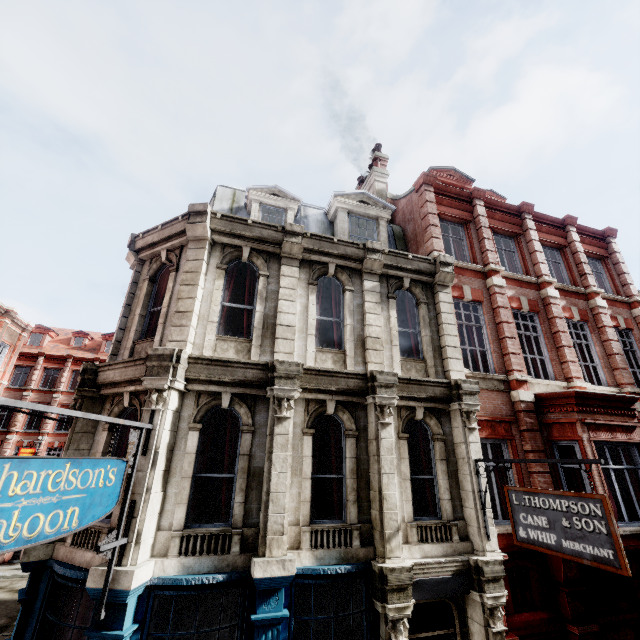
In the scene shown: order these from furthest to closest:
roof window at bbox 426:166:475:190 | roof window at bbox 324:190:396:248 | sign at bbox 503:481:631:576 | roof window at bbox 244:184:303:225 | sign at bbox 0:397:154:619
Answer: roof window at bbox 426:166:475:190, roof window at bbox 324:190:396:248, roof window at bbox 244:184:303:225, sign at bbox 503:481:631:576, sign at bbox 0:397:154:619

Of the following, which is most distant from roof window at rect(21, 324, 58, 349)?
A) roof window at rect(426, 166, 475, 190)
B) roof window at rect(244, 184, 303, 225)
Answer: roof window at rect(426, 166, 475, 190)

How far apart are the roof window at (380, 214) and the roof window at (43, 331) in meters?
38.4

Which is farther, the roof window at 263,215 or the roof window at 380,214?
the roof window at 380,214

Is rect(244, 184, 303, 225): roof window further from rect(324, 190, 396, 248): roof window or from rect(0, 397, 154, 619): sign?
rect(0, 397, 154, 619): sign

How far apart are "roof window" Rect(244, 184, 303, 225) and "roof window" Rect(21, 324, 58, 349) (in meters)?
36.90

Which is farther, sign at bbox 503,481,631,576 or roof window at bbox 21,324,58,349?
roof window at bbox 21,324,58,349

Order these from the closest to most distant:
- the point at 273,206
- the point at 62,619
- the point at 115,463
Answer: the point at 115,463 < the point at 62,619 < the point at 273,206
